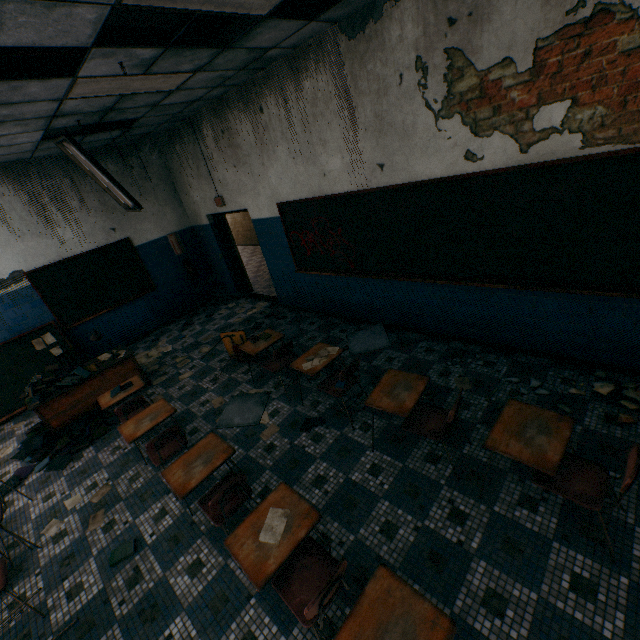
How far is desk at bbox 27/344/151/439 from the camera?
4.70m

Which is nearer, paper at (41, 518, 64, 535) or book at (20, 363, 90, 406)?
paper at (41, 518, 64, 535)

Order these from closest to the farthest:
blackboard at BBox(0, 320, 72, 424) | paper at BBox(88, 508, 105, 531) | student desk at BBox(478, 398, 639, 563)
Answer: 1. student desk at BBox(478, 398, 639, 563)
2. paper at BBox(88, 508, 105, 531)
3. blackboard at BBox(0, 320, 72, 424)

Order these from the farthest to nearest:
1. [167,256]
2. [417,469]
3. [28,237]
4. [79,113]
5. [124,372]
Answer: [167,256] < [28,237] < [124,372] < [79,113] < [417,469]

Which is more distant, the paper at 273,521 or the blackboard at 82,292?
the blackboard at 82,292

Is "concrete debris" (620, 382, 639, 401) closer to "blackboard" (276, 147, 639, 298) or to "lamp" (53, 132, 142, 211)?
"blackboard" (276, 147, 639, 298)

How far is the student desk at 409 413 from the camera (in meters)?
2.85

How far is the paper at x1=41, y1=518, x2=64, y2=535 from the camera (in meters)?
3.46
